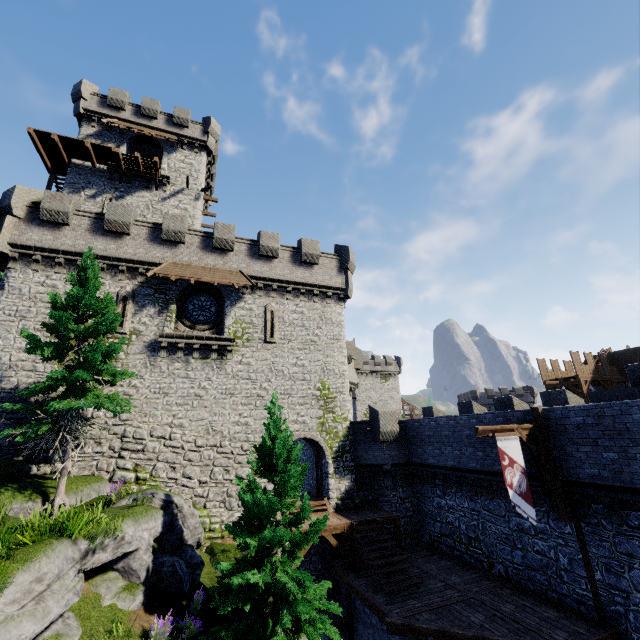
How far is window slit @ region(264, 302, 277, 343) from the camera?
20.6 meters

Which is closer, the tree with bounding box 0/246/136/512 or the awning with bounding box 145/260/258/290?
the tree with bounding box 0/246/136/512

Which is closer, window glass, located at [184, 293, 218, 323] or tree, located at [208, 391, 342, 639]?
tree, located at [208, 391, 342, 639]

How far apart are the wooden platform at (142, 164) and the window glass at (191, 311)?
13.1m

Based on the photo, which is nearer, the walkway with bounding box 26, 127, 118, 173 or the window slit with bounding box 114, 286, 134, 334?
the window slit with bounding box 114, 286, 134, 334

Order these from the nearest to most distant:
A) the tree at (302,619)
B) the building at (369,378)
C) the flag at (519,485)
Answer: the tree at (302,619)
the flag at (519,485)
the building at (369,378)

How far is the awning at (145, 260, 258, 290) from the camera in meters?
18.6

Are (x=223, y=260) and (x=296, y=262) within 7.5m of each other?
yes
